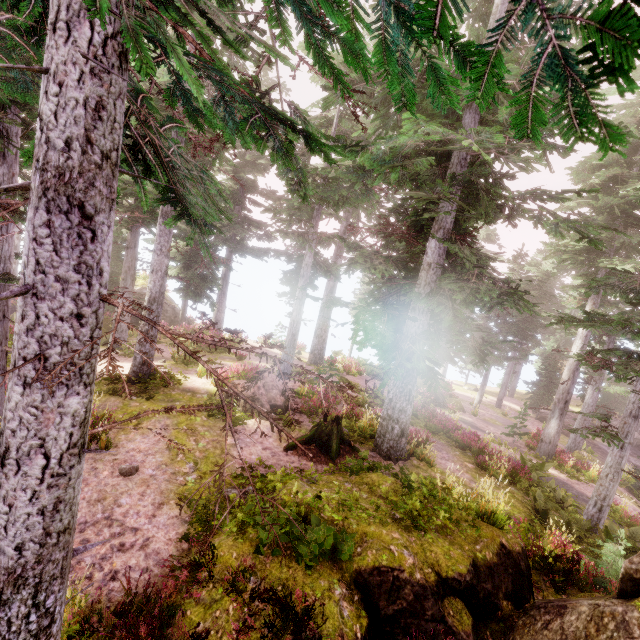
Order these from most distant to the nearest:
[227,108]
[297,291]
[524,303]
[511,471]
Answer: [297,291] → [511,471] → [524,303] → [227,108]

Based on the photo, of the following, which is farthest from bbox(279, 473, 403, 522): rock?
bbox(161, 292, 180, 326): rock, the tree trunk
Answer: bbox(161, 292, 180, 326): rock

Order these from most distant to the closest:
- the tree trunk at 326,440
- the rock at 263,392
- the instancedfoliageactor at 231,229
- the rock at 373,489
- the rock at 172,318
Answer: the rock at 172,318, the rock at 263,392, the tree trunk at 326,440, the rock at 373,489, the instancedfoliageactor at 231,229

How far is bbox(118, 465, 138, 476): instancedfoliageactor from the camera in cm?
802

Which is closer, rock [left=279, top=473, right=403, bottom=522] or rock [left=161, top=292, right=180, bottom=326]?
rock [left=279, top=473, right=403, bottom=522]

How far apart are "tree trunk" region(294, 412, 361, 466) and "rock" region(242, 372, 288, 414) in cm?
160

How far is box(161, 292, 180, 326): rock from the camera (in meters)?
25.23

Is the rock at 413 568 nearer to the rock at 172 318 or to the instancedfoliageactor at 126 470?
the instancedfoliageactor at 126 470
